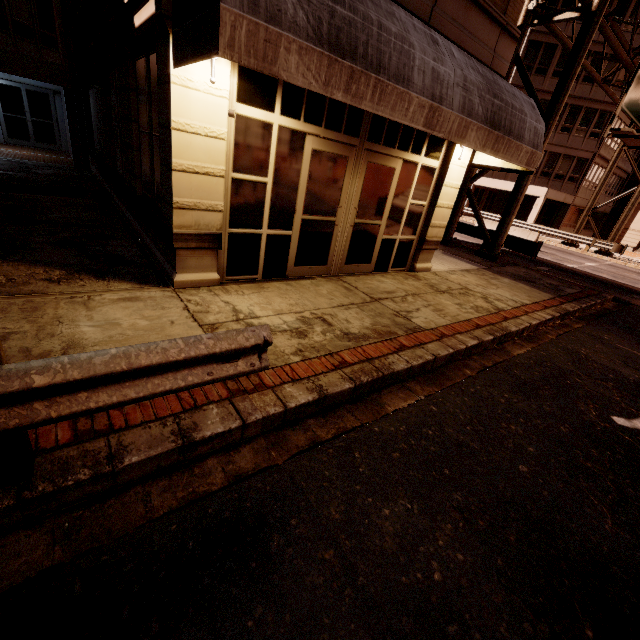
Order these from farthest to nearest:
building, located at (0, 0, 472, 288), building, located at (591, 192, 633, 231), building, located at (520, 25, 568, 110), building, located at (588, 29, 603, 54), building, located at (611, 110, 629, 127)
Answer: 1. building, located at (591, 192, 633, 231)
2. building, located at (611, 110, 629, 127)
3. building, located at (520, 25, 568, 110)
4. building, located at (588, 29, 603, 54)
5. building, located at (0, 0, 472, 288)

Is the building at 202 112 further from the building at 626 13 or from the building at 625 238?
the building at 625 238

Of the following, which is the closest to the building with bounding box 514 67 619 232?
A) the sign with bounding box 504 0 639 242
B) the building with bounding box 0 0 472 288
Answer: the sign with bounding box 504 0 639 242

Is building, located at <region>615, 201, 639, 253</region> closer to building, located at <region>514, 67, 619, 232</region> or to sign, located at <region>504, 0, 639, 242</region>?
building, located at <region>514, 67, 619, 232</region>

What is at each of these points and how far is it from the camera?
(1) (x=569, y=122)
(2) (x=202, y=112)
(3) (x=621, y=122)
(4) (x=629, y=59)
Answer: (1) building, 28.83m
(2) building, 4.30m
(3) building, 29.92m
(4) sign, 12.93m

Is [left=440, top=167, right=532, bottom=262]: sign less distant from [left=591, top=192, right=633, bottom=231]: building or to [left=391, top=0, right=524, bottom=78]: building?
[left=391, top=0, right=524, bottom=78]: building

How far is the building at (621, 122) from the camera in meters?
28.9

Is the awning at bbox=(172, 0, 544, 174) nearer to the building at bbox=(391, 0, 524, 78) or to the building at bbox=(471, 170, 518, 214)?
the building at bbox=(391, 0, 524, 78)
